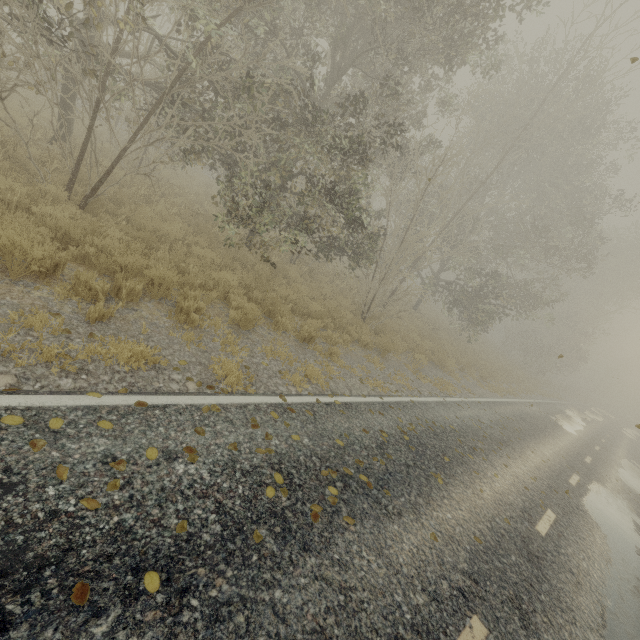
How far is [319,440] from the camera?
4.9 meters
